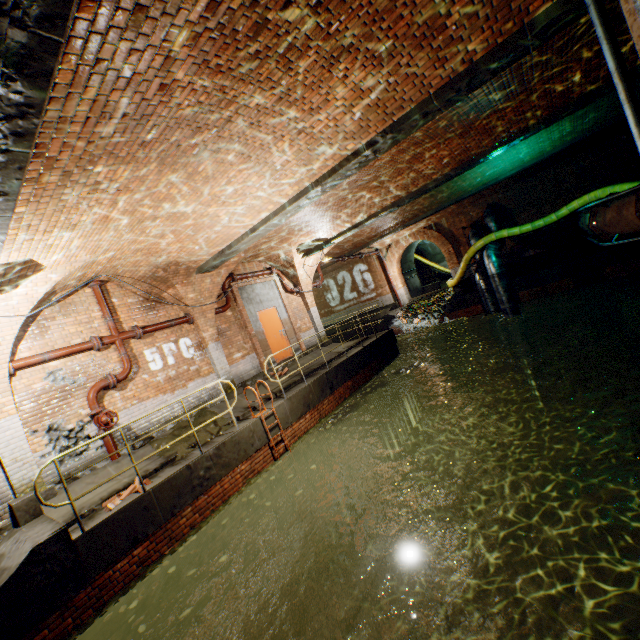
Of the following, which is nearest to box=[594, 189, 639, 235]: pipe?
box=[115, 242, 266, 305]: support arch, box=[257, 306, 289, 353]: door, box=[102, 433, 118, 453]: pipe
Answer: box=[115, 242, 266, 305]: support arch

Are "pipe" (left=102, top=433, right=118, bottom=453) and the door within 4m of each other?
no

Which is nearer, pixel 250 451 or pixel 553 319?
pixel 250 451

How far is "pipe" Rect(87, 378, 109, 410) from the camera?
7.5 meters

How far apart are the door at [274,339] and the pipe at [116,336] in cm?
429

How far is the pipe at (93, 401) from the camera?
7.5 meters

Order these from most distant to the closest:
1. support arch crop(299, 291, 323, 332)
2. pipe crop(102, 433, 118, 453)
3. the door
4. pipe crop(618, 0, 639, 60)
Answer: support arch crop(299, 291, 323, 332), the door, pipe crop(102, 433, 118, 453), pipe crop(618, 0, 639, 60)

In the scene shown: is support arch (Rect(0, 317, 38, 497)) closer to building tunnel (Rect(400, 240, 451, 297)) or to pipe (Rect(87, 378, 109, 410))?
pipe (Rect(87, 378, 109, 410))
